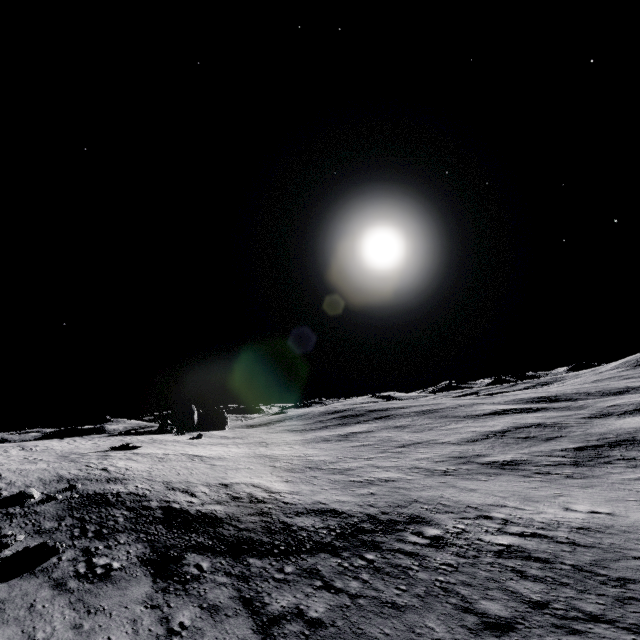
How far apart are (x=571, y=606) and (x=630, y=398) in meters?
62.9 m

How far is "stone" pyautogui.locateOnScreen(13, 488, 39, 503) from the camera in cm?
2233

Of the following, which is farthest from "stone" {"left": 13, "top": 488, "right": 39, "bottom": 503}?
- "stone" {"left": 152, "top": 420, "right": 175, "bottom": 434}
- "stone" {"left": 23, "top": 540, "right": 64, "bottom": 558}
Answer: "stone" {"left": 152, "top": 420, "right": 175, "bottom": 434}

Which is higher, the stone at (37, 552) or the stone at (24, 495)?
Result: the stone at (24, 495)

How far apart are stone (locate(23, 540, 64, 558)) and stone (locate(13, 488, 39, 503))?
6.7m

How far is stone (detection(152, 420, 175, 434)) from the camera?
51.12m

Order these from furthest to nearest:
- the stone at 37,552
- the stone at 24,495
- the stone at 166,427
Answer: the stone at 166,427 < the stone at 24,495 < the stone at 37,552

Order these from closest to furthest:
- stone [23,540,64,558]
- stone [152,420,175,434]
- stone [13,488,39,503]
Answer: stone [23,540,64,558]
stone [13,488,39,503]
stone [152,420,175,434]
